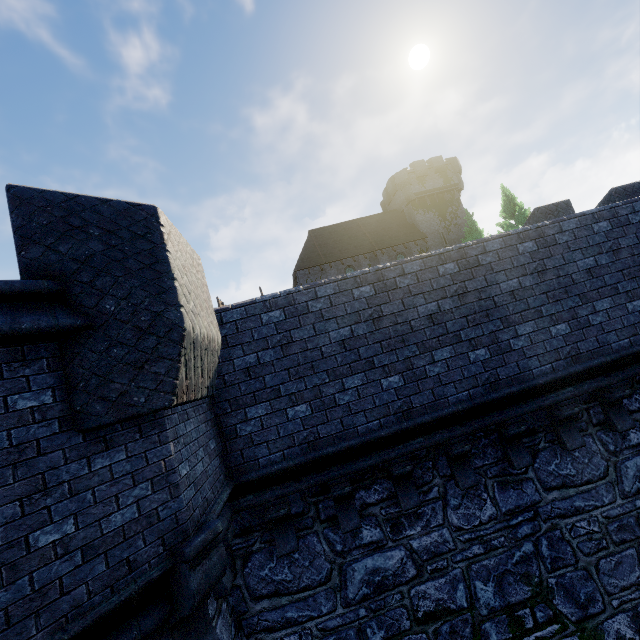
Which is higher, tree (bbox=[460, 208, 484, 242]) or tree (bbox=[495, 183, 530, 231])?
tree (bbox=[495, 183, 530, 231])

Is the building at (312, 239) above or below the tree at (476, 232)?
above

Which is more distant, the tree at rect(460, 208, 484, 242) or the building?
the building

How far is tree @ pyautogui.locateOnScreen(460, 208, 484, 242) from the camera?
29.1 meters

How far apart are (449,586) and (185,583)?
4.4 meters

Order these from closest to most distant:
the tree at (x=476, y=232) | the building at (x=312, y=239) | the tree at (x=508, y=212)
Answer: the tree at (x=476, y=232), the tree at (x=508, y=212), the building at (x=312, y=239)

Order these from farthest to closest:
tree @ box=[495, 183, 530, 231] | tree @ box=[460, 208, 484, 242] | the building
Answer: the building
tree @ box=[495, 183, 530, 231]
tree @ box=[460, 208, 484, 242]
